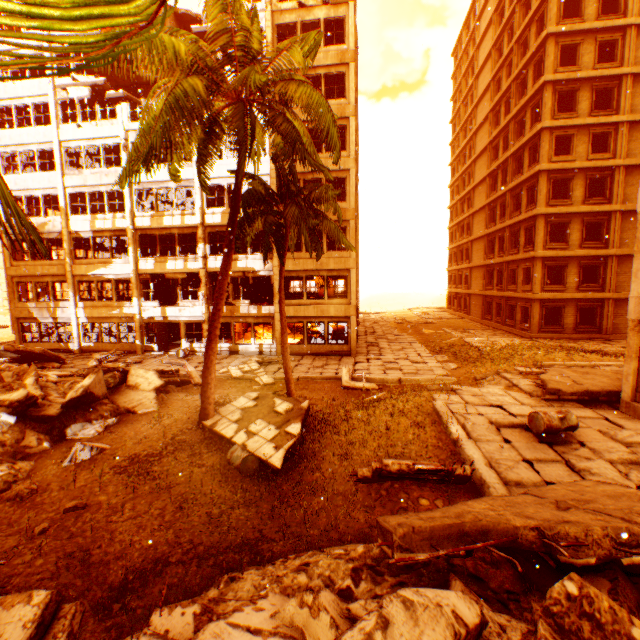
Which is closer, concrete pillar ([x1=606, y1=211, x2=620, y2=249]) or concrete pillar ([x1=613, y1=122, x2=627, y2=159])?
concrete pillar ([x1=613, y1=122, x2=627, y2=159])

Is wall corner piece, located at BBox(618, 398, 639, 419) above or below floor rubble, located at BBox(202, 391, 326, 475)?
above

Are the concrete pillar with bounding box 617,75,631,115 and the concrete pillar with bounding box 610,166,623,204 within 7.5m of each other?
yes

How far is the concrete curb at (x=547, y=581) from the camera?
4.1 meters

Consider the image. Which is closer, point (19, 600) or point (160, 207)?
point (19, 600)

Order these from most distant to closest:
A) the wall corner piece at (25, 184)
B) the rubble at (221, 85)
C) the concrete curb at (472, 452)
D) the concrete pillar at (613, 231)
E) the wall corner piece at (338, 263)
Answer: the concrete pillar at (613, 231), the wall corner piece at (25, 184), the wall corner piece at (338, 263), the concrete curb at (472, 452), the rubble at (221, 85)

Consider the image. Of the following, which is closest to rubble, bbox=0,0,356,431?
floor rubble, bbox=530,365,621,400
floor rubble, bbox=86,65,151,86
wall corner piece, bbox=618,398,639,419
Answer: floor rubble, bbox=86,65,151,86

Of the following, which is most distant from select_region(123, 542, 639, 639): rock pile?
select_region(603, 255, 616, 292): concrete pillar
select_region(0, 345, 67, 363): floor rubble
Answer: select_region(603, 255, 616, 292): concrete pillar
